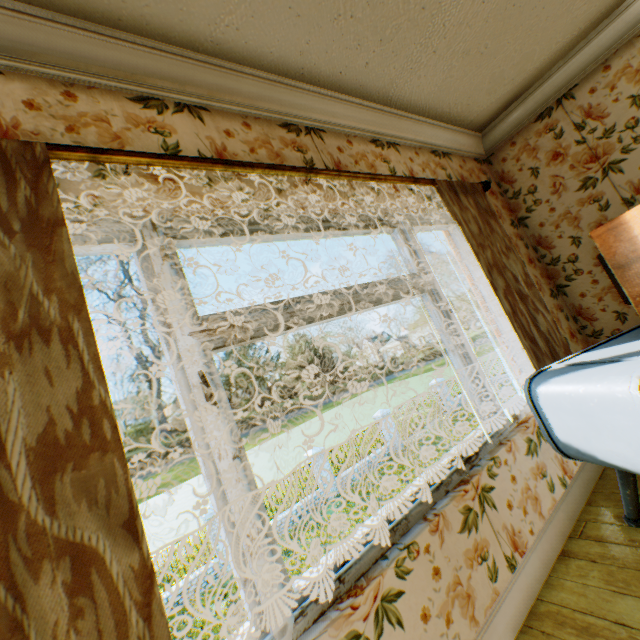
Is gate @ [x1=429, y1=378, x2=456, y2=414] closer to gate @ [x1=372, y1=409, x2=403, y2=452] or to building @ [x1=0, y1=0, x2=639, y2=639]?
gate @ [x1=372, y1=409, x2=403, y2=452]

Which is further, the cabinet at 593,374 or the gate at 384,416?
the gate at 384,416

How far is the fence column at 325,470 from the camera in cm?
1587

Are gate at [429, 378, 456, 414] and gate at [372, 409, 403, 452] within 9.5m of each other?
yes

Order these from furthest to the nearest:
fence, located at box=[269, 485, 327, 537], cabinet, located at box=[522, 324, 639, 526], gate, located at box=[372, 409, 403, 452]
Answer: gate, located at box=[372, 409, 403, 452]
fence, located at box=[269, 485, 327, 537]
cabinet, located at box=[522, 324, 639, 526]

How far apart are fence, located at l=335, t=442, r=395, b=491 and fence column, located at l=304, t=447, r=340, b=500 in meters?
0.1

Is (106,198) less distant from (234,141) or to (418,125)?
(234,141)

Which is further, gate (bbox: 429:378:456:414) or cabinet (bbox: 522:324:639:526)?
gate (bbox: 429:378:456:414)
